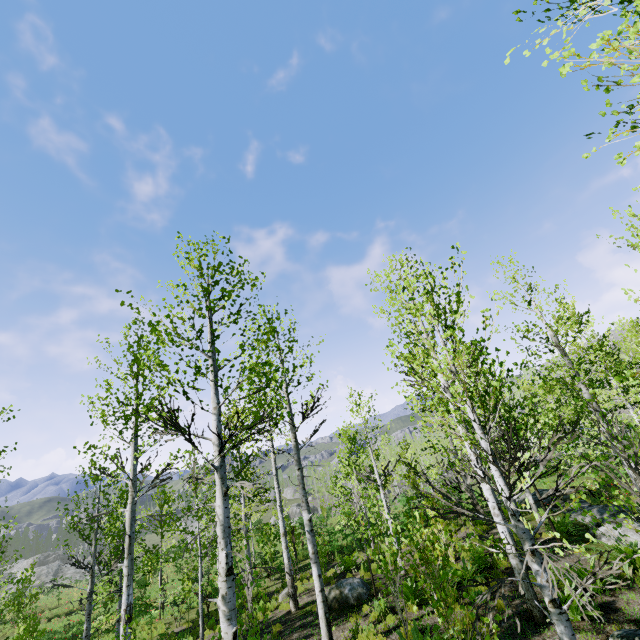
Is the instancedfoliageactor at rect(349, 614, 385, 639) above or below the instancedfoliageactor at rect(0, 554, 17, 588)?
below

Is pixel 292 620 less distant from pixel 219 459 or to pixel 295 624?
pixel 295 624

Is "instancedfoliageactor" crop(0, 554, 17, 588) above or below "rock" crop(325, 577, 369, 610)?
above

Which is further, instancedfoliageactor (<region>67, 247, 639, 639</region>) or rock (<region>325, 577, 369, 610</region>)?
rock (<region>325, 577, 369, 610</region>)

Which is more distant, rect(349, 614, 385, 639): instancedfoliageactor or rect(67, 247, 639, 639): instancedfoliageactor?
rect(349, 614, 385, 639): instancedfoliageactor

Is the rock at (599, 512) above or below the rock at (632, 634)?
below

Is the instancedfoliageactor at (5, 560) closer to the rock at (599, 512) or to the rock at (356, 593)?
the rock at (356, 593)

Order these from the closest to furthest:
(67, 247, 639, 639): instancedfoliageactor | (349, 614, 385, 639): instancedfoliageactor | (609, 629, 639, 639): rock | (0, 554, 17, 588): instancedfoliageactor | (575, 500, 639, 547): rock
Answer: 1. (67, 247, 639, 639): instancedfoliageactor
2. (609, 629, 639, 639): rock
3. (349, 614, 385, 639): instancedfoliageactor
4. (0, 554, 17, 588): instancedfoliageactor
5. (575, 500, 639, 547): rock
